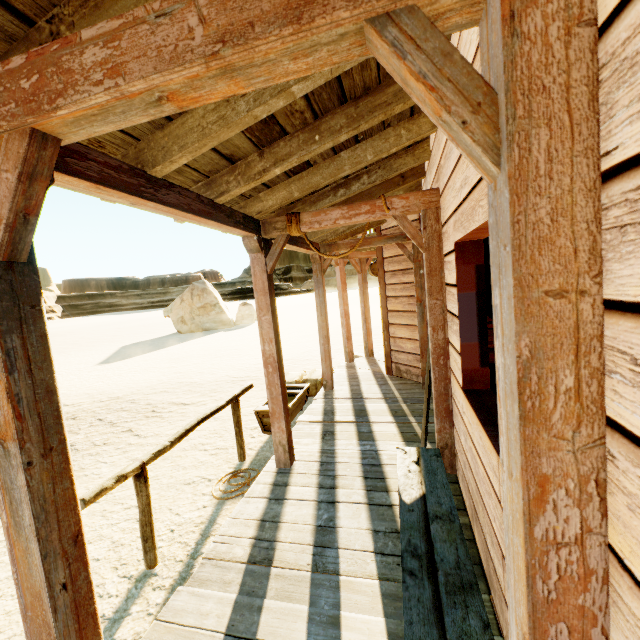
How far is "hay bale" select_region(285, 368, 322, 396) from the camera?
7.02m

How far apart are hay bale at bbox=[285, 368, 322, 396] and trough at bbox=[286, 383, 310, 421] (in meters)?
0.22

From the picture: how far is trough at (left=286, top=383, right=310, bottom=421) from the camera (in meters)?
5.64

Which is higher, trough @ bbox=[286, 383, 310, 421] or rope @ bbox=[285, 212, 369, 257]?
rope @ bbox=[285, 212, 369, 257]

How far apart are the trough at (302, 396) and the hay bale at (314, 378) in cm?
22

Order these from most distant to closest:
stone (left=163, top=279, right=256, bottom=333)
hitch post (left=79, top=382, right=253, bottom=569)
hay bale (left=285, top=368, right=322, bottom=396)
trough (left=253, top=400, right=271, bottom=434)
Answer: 1. stone (left=163, top=279, right=256, bottom=333)
2. hay bale (left=285, top=368, right=322, bottom=396)
3. trough (left=253, top=400, right=271, bottom=434)
4. hitch post (left=79, top=382, right=253, bottom=569)

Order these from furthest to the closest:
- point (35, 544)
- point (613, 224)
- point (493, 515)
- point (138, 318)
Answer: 1. point (138, 318)
2. point (493, 515)
3. point (35, 544)
4. point (613, 224)

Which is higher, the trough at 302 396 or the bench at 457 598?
the bench at 457 598
